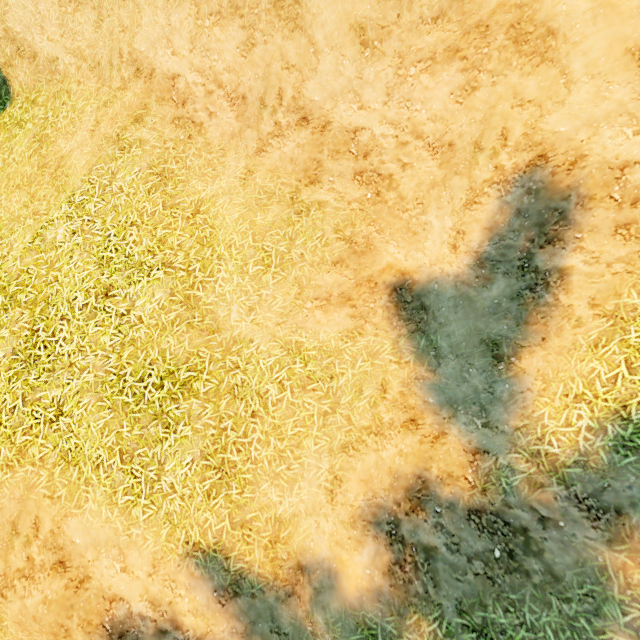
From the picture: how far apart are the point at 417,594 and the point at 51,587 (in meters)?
5.06
